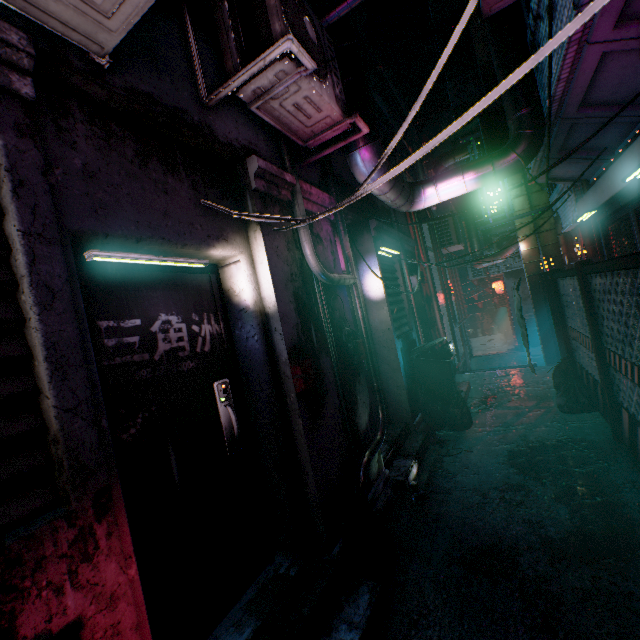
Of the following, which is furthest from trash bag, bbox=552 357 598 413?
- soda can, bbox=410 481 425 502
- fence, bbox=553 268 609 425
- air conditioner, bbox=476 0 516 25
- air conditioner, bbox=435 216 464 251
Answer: air conditioner, bbox=435 216 464 251

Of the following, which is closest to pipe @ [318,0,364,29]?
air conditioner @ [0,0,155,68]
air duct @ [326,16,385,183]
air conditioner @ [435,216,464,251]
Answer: air duct @ [326,16,385,183]

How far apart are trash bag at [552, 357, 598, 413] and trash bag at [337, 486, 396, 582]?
3.1m

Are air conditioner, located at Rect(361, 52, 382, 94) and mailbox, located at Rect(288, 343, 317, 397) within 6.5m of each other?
no

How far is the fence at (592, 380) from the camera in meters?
3.7 m

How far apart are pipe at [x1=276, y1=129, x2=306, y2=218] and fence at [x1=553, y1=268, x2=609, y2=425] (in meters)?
2.29

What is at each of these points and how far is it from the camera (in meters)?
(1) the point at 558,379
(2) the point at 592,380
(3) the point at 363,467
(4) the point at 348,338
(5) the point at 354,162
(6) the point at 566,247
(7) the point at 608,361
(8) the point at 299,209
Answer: (1) trash bag, 4.88
(2) fence, 3.90
(3) pipe, 2.68
(4) gas mask, 2.89
(5) air duct, 2.90
(6) air duct, 6.82
(7) fence, 3.05
(8) pipe, 2.58

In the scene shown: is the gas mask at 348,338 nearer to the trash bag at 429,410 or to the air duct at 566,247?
the trash bag at 429,410
